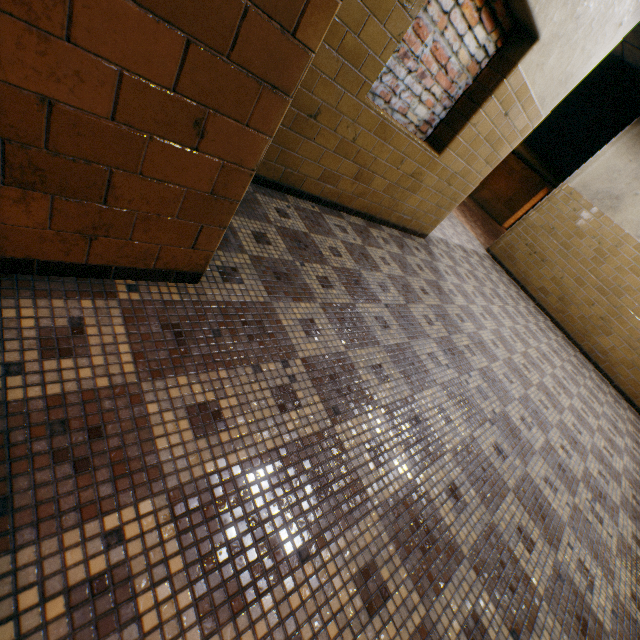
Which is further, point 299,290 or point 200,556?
point 299,290
